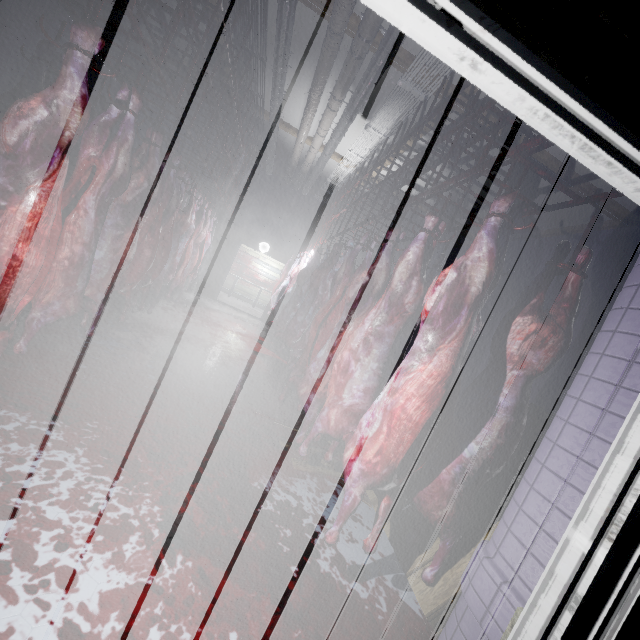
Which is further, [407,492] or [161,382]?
[161,382]

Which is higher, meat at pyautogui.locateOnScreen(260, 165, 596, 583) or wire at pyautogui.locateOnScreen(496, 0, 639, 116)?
wire at pyautogui.locateOnScreen(496, 0, 639, 116)

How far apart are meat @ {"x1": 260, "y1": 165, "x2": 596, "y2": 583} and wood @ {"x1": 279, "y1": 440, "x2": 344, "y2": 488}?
0.3m

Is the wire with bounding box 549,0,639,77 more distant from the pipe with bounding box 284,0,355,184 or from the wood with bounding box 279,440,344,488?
the wood with bounding box 279,440,344,488

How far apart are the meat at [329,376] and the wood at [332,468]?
0.3 meters

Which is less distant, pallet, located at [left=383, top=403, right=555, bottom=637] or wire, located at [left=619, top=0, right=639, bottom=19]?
wire, located at [left=619, top=0, right=639, bottom=19]

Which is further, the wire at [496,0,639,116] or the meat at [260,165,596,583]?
the meat at [260,165,596,583]

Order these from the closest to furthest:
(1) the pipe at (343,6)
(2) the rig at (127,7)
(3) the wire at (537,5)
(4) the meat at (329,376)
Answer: (3) the wire at (537,5), (4) the meat at (329,376), (2) the rig at (127,7), (1) the pipe at (343,6)
